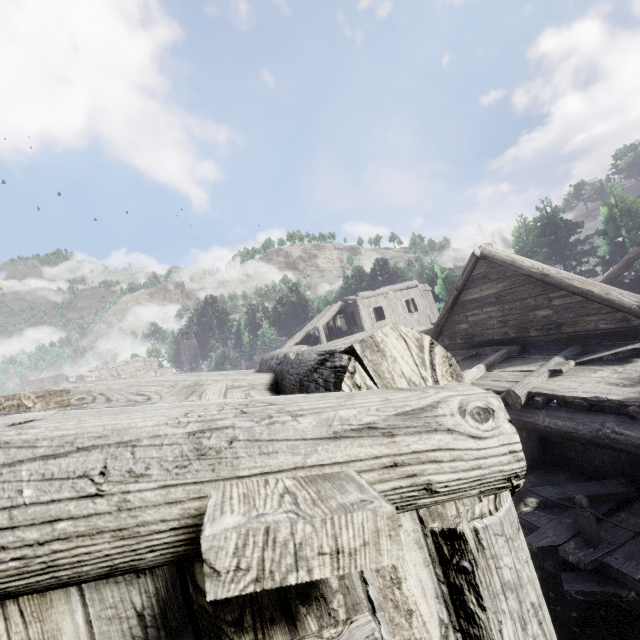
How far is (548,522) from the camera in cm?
650
